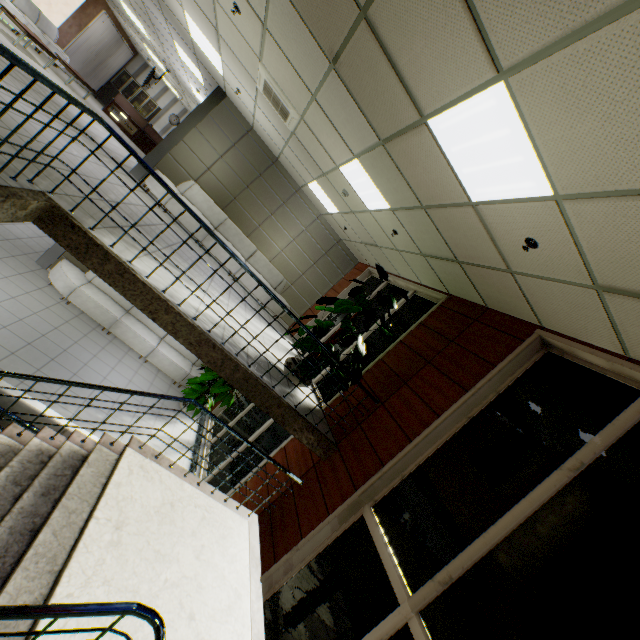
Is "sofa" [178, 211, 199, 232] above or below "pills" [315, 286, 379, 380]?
below

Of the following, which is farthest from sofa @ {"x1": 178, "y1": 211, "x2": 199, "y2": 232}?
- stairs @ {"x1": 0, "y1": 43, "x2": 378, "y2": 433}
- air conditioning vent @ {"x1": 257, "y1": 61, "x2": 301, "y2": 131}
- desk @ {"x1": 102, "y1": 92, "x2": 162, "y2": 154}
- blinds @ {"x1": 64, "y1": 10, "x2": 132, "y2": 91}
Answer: blinds @ {"x1": 64, "y1": 10, "x2": 132, "y2": 91}

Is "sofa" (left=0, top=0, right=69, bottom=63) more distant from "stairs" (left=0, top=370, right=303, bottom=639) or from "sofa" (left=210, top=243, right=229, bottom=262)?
"stairs" (left=0, top=370, right=303, bottom=639)

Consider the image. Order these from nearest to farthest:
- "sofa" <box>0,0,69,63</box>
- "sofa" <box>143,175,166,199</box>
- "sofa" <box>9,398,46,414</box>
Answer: "sofa" <box>9,398,46,414</box>
"sofa" <box>143,175,166,199</box>
"sofa" <box>0,0,69,63</box>

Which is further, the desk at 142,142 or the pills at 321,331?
the desk at 142,142

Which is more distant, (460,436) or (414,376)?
(414,376)

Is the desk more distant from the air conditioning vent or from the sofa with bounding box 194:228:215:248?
the air conditioning vent

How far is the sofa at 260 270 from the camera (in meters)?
8.70
